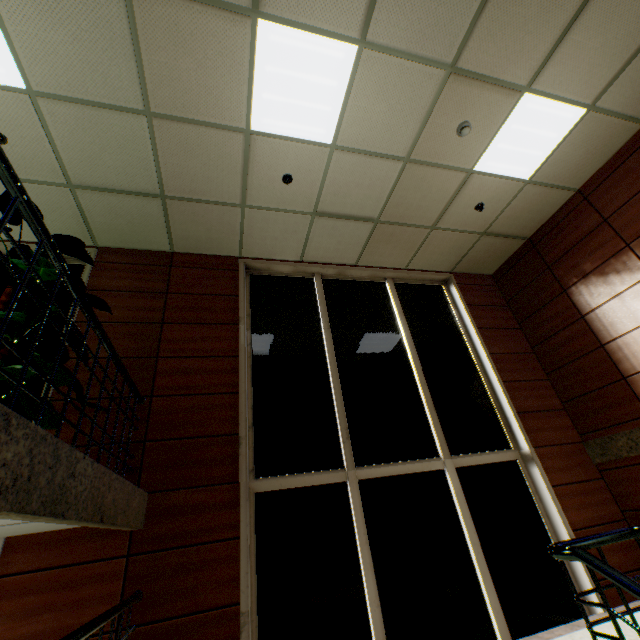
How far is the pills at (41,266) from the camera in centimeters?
262cm

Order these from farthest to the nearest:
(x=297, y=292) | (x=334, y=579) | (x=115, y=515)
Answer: (x=297, y=292)
(x=334, y=579)
(x=115, y=515)

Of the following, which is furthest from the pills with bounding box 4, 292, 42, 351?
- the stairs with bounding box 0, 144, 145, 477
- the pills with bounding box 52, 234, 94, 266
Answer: the stairs with bounding box 0, 144, 145, 477

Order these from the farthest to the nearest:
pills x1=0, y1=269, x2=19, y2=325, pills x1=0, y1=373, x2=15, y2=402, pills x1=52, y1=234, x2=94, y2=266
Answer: pills x1=52, y1=234, x2=94, y2=266 < pills x1=0, y1=269, x2=19, y2=325 < pills x1=0, y1=373, x2=15, y2=402

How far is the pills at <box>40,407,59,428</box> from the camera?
2.3m

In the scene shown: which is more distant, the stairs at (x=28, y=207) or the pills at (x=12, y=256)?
the pills at (x=12, y=256)

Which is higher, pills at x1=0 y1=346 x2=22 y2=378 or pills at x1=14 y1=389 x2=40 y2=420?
pills at x1=0 y1=346 x2=22 y2=378

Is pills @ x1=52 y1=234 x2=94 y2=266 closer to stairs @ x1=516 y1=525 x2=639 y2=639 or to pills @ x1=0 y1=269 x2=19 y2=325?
pills @ x1=0 y1=269 x2=19 y2=325
